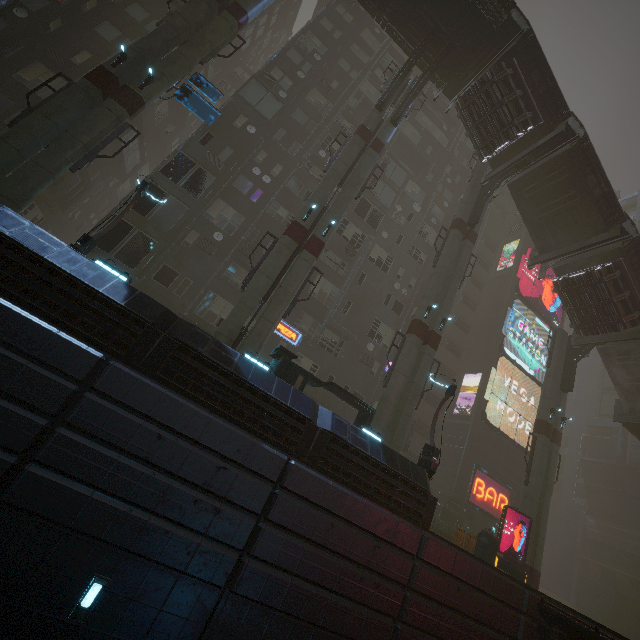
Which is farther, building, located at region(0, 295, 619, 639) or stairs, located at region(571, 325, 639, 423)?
stairs, located at region(571, 325, 639, 423)

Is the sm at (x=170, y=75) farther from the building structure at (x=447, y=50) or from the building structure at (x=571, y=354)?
the building structure at (x=571, y=354)

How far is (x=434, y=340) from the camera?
19.5m

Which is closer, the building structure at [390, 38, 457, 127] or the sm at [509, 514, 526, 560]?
the sm at [509, 514, 526, 560]

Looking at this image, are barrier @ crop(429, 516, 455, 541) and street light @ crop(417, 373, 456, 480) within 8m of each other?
yes

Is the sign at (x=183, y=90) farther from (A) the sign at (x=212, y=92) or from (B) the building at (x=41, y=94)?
→ (B) the building at (x=41, y=94)

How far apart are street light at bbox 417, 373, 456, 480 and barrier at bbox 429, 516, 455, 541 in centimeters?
535cm

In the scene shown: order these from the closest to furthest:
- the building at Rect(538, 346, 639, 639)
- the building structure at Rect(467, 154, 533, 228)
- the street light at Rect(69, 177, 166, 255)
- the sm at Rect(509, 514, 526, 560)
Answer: the street light at Rect(69, 177, 166, 255), the sm at Rect(509, 514, 526, 560), the building structure at Rect(467, 154, 533, 228), the building at Rect(538, 346, 639, 639)
